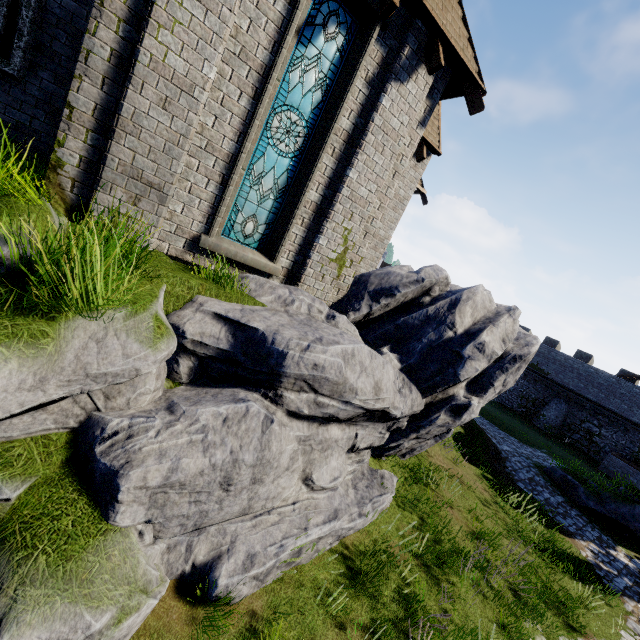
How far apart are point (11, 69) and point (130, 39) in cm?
348

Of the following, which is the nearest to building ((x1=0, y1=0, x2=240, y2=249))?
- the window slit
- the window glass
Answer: the window slit

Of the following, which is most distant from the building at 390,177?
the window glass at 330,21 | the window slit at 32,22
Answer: the window glass at 330,21

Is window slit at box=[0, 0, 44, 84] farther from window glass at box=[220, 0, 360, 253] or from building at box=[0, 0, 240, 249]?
window glass at box=[220, 0, 360, 253]

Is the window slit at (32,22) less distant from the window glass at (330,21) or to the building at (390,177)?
the building at (390,177)

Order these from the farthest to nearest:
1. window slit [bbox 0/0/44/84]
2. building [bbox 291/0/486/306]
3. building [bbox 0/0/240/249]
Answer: building [bbox 291/0/486/306] → window slit [bbox 0/0/44/84] → building [bbox 0/0/240/249]
